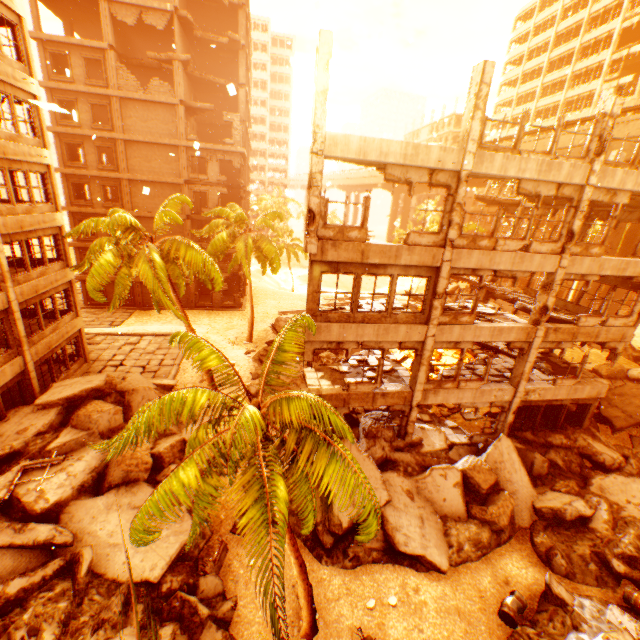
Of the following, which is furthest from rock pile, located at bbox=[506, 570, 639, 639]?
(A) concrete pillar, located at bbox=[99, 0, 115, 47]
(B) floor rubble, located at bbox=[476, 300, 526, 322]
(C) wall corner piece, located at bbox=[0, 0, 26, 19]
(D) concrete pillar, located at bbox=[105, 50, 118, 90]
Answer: (A) concrete pillar, located at bbox=[99, 0, 115, 47]

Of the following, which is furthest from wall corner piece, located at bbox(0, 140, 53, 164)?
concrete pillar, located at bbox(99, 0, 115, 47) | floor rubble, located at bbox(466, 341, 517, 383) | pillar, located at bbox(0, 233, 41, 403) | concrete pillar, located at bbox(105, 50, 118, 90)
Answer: floor rubble, located at bbox(466, 341, 517, 383)

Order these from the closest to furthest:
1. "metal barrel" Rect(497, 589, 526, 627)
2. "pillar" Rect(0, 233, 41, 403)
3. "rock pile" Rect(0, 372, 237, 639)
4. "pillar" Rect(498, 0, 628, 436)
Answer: "rock pile" Rect(0, 372, 237, 639) < "metal barrel" Rect(497, 589, 526, 627) < "pillar" Rect(498, 0, 628, 436) < "pillar" Rect(0, 233, 41, 403)

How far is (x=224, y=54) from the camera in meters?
31.8

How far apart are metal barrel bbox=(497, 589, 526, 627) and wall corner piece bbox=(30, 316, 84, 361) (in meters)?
20.97

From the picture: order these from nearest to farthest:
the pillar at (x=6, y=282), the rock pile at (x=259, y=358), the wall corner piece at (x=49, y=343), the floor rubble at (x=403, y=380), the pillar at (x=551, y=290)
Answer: the pillar at (x=551, y=290), the pillar at (x=6, y=282), the floor rubble at (x=403, y=380), the wall corner piece at (x=49, y=343), the rock pile at (x=259, y=358)

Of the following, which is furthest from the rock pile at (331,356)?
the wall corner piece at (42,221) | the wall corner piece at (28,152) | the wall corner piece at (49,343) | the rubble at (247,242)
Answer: the wall corner piece at (28,152)

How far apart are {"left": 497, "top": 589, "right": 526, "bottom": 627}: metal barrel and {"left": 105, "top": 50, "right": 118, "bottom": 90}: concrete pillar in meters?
38.8
